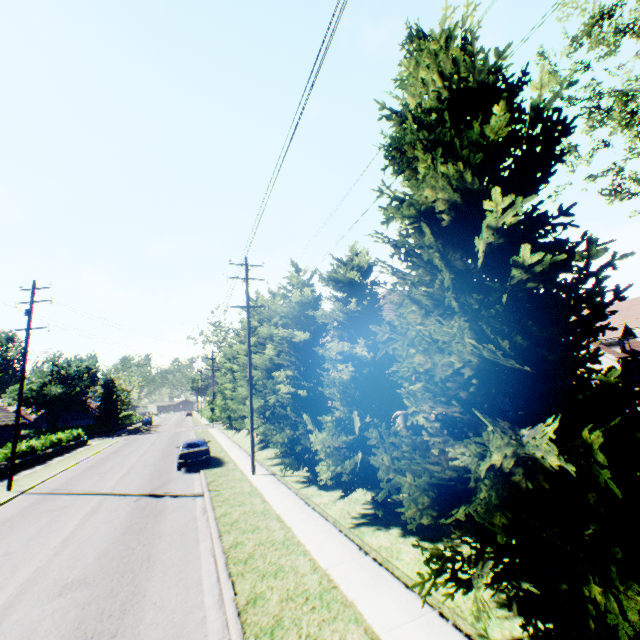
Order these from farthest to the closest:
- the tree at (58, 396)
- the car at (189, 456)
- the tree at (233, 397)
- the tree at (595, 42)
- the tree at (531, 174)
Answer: the tree at (58, 396), the tree at (233, 397), the car at (189, 456), the tree at (595, 42), the tree at (531, 174)

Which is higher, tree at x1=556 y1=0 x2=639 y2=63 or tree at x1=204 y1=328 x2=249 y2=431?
tree at x1=556 y1=0 x2=639 y2=63

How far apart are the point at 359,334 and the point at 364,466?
4.2m

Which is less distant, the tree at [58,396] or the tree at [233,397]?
the tree at [233,397]

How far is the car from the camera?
18.9m

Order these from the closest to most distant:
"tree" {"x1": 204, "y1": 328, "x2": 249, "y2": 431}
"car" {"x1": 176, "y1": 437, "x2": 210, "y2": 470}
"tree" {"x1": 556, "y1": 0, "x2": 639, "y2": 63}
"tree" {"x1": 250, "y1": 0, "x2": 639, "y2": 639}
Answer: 1. "tree" {"x1": 250, "y1": 0, "x2": 639, "y2": 639}
2. "tree" {"x1": 556, "y1": 0, "x2": 639, "y2": 63}
3. "car" {"x1": 176, "y1": 437, "x2": 210, "y2": 470}
4. "tree" {"x1": 204, "y1": 328, "x2": 249, "y2": 431}

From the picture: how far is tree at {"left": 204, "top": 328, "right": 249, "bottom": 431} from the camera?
25.1m
